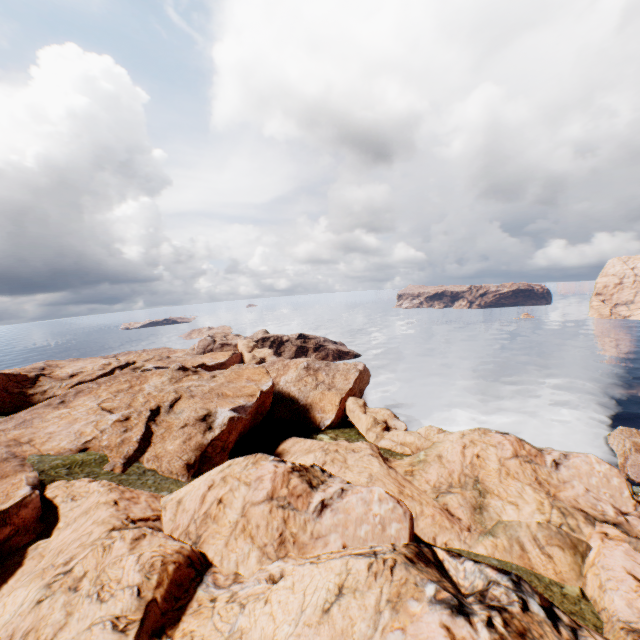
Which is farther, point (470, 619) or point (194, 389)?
point (194, 389)
